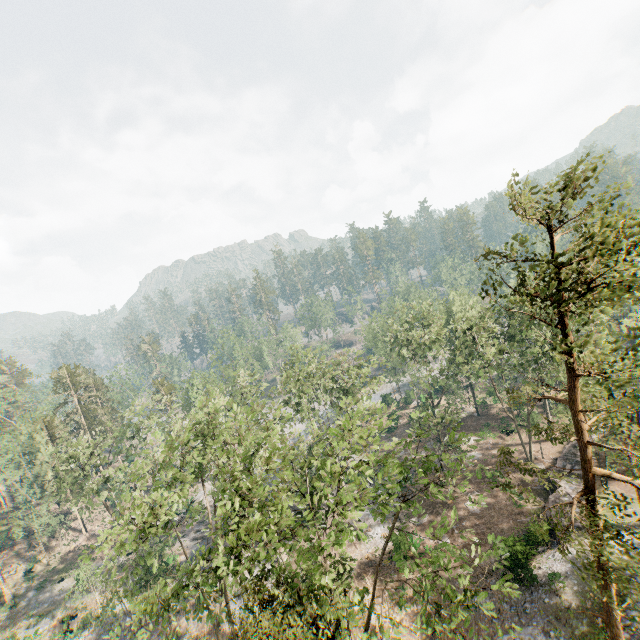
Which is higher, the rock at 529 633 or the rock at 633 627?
the rock at 633 627

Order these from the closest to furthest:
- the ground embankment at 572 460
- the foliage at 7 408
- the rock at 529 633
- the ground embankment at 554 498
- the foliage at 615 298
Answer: the foliage at 615 298
the rock at 529 633
the ground embankment at 554 498
the ground embankment at 572 460
the foliage at 7 408

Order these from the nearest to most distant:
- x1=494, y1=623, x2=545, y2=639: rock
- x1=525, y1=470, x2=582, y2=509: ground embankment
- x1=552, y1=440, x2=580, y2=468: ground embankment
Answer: x1=494, y1=623, x2=545, y2=639: rock → x1=525, y1=470, x2=582, y2=509: ground embankment → x1=552, y1=440, x2=580, y2=468: ground embankment

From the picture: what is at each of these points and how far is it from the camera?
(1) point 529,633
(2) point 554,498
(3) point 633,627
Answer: (1) rock, 19.50m
(2) ground embankment, 28.77m
(3) rock, 17.94m

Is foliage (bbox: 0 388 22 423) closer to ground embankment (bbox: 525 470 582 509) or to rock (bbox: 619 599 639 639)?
rock (bbox: 619 599 639 639)

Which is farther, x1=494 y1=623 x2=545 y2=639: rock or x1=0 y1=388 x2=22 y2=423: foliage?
x1=0 y1=388 x2=22 y2=423: foliage

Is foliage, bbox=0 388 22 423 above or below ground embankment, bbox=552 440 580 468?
above

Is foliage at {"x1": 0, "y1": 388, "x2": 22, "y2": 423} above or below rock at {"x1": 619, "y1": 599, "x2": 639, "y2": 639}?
above
